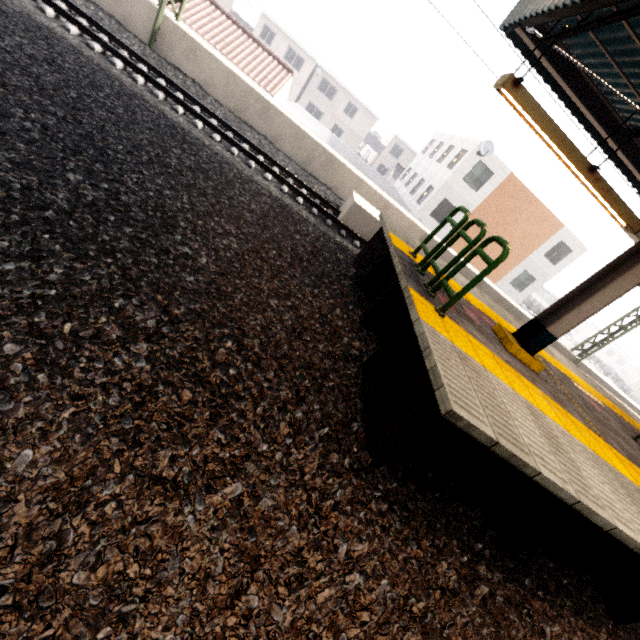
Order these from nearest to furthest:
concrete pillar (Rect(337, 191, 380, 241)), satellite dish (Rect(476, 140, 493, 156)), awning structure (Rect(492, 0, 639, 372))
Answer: awning structure (Rect(492, 0, 639, 372))
concrete pillar (Rect(337, 191, 380, 241))
satellite dish (Rect(476, 140, 493, 156))

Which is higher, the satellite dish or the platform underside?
the satellite dish

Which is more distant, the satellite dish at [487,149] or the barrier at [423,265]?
the satellite dish at [487,149]

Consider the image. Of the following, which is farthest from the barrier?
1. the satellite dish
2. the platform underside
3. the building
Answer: the building

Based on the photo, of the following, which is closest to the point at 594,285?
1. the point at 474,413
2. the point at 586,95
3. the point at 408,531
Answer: the point at 474,413

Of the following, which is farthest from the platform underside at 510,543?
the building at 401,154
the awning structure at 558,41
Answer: the building at 401,154

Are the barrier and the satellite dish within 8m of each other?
no

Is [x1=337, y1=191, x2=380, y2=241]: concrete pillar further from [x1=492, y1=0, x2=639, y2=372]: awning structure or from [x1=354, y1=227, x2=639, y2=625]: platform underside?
[x1=492, y1=0, x2=639, y2=372]: awning structure
